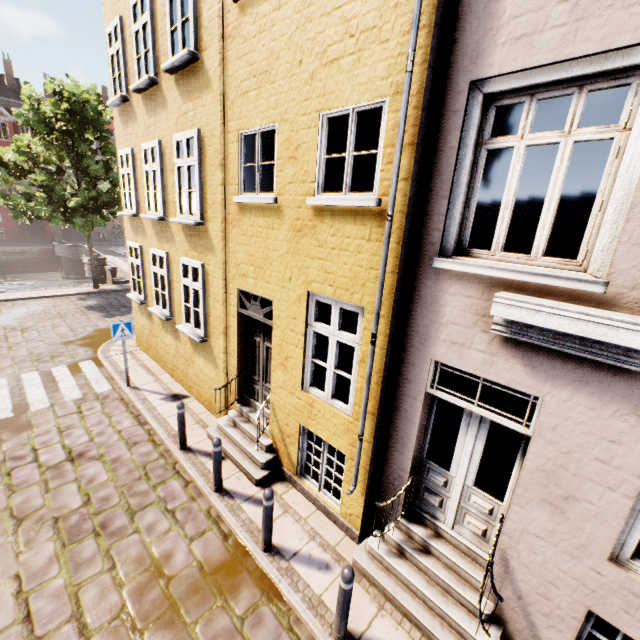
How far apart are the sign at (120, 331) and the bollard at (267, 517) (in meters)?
6.31

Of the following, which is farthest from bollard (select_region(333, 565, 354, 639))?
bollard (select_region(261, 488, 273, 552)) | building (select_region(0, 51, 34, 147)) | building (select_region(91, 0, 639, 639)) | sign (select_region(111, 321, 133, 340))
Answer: building (select_region(0, 51, 34, 147))

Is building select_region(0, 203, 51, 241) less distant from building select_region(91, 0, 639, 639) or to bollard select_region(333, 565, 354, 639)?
building select_region(91, 0, 639, 639)

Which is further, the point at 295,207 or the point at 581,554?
the point at 295,207

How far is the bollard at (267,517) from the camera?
4.6 meters

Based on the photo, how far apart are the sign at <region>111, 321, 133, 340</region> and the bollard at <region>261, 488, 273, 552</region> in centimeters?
631cm

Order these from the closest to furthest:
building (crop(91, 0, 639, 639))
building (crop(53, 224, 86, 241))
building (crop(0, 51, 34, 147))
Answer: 1. building (crop(91, 0, 639, 639))
2. building (crop(0, 51, 34, 147))
3. building (crop(53, 224, 86, 241))

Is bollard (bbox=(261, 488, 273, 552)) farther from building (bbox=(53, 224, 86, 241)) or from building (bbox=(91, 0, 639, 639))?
building (bbox=(53, 224, 86, 241))
